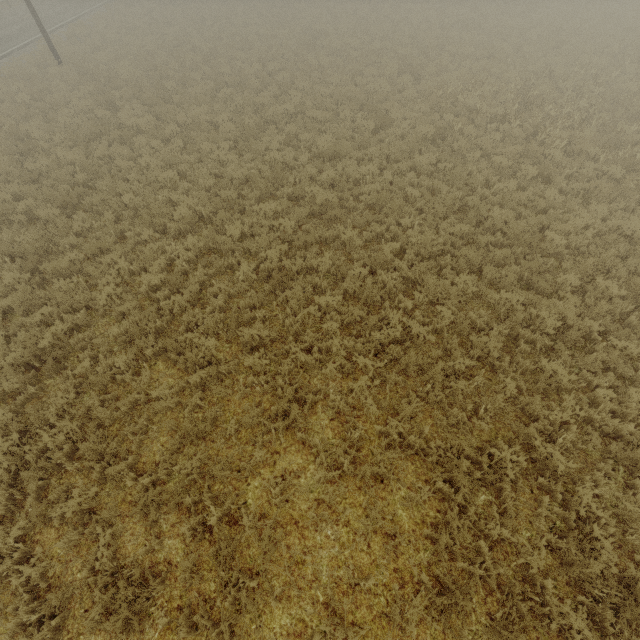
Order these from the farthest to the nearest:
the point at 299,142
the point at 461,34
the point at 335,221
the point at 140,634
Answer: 1. the point at 461,34
2. the point at 299,142
3. the point at 335,221
4. the point at 140,634
